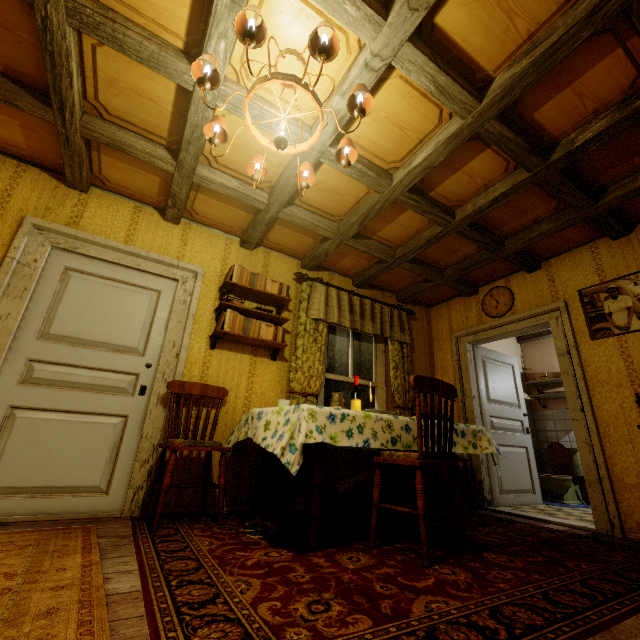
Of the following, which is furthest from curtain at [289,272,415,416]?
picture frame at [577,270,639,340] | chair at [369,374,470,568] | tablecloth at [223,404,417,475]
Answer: picture frame at [577,270,639,340]

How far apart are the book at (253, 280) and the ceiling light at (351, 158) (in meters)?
1.35

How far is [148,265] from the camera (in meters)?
3.25

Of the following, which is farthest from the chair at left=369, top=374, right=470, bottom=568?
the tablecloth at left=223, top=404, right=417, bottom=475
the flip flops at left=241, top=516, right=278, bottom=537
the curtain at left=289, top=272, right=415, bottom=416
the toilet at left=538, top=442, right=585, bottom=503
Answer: the toilet at left=538, top=442, right=585, bottom=503

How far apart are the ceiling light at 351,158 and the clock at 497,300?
3.15m

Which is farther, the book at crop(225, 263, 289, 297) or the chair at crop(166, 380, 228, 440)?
the book at crop(225, 263, 289, 297)

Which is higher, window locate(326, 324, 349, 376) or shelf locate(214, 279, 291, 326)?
shelf locate(214, 279, 291, 326)

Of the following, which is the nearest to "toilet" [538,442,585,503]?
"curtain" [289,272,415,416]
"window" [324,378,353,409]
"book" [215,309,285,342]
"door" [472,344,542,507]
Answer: "door" [472,344,542,507]
